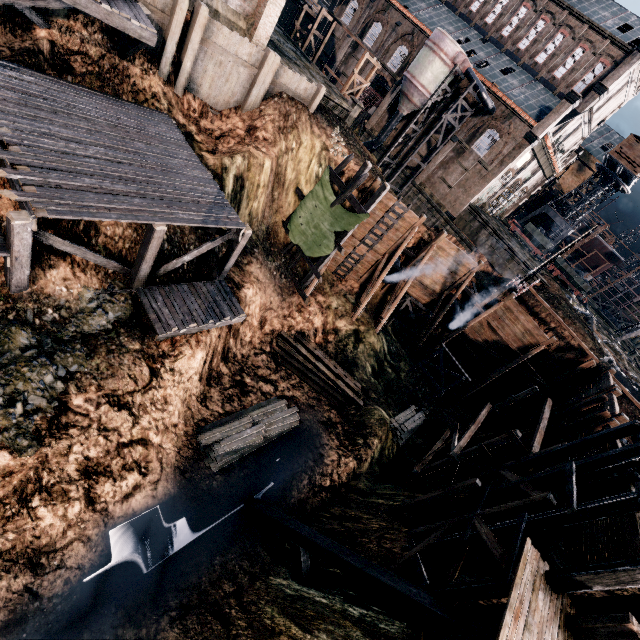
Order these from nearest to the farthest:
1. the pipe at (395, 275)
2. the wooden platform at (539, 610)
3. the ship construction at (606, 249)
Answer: the wooden platform at (539, 610) → the pipe at (395, 275) → the ship construction at (606, 249)

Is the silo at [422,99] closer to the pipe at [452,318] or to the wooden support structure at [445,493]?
the pipe at [452,318]

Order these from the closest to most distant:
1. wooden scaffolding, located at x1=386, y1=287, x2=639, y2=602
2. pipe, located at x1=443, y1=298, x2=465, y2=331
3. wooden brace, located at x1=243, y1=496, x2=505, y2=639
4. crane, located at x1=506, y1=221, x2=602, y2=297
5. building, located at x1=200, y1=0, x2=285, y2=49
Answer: wooden brace, located at x1=243, y1=496, x2=505, y2=639, wooden scaffolding, located at x1=386, y1=287, x2=639, y2=602, building, located at x1=200, y1=0, x2=285, y2=49, crane, located at x1=506, y1=221, x2=602, y2=297, pipe, located at x1=443, y1=298, x2=465, y2=331

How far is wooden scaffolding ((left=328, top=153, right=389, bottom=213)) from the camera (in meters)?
19.97

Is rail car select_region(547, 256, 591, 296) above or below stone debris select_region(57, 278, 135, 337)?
above

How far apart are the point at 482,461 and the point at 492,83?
57.5m

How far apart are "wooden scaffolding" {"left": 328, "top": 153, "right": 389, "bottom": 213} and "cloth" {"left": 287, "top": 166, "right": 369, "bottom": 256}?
0.0m

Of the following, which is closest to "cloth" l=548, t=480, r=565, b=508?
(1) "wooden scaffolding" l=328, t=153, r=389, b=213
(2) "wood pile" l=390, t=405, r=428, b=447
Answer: (2) "wood pile" l=390, t=405, r=428, b=447
